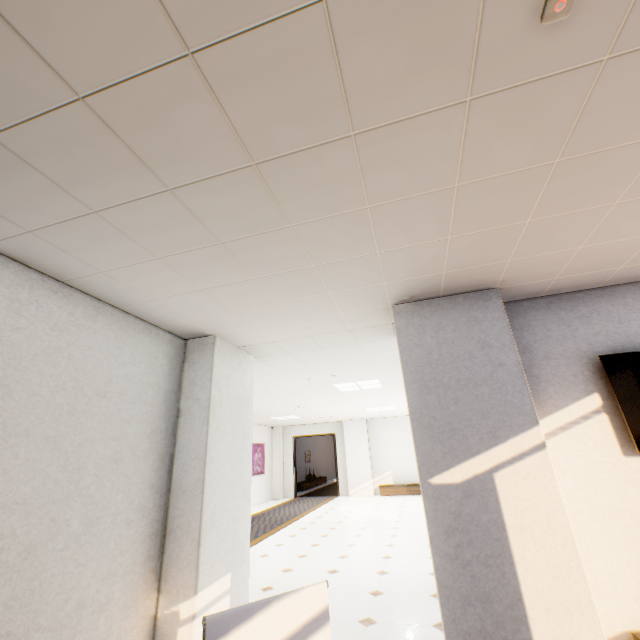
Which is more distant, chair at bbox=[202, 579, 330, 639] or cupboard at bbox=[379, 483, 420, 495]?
cupboard at bbox=[379, 483, 420, 495]

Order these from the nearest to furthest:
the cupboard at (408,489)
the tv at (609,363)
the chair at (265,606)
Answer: the chair at (265,606) < the tv at (609,363) < the cupboard at (408,489)

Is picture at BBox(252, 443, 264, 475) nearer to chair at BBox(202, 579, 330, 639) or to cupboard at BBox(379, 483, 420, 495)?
cupboard at BBox(379, 483, 420, 495)

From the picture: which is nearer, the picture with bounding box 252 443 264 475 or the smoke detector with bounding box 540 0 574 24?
the smoke detector with bounding box 540 0 574 24

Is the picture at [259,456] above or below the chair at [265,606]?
above

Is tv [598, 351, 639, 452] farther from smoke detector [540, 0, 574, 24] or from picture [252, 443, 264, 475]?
picture [252, 443, 264, 475]

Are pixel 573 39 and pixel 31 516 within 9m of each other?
yes
